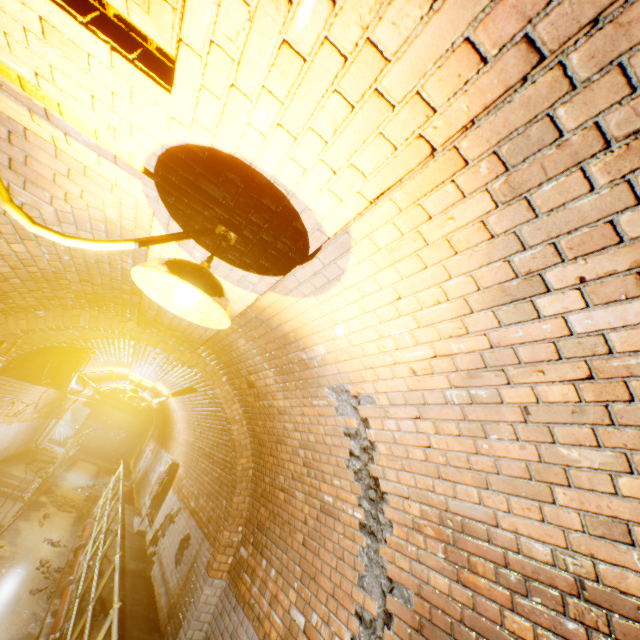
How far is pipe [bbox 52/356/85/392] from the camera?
6.7 meters

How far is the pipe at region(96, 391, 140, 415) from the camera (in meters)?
14.78

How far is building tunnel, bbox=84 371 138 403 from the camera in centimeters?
1165cm

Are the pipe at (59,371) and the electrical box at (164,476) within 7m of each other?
yes

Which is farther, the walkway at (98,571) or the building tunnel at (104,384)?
the building tunnel at (104,384)

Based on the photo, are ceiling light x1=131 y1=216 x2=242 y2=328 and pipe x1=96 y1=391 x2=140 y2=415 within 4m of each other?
no

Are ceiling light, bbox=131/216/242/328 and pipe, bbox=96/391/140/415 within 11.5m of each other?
no

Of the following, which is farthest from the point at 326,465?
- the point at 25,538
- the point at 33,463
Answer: the point at 33,463
